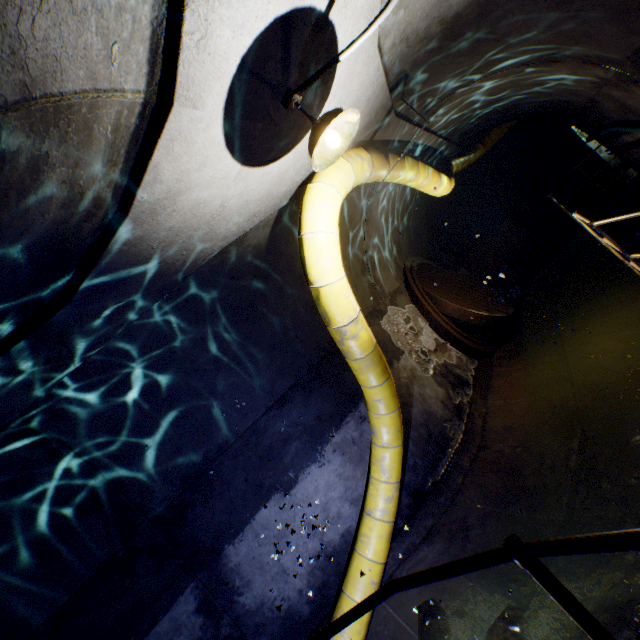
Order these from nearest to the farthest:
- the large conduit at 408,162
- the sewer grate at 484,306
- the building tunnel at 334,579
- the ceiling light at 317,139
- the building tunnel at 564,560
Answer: the building tunnel at 334,579, the ceiling light at 317,139, the building tunnel at 564,560, the large conduit at 408,162, the sewer grate at 484,306

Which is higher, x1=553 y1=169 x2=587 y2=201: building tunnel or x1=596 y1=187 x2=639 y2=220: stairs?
x1=553 y1=169 x2=587 y2=201: building tunnel

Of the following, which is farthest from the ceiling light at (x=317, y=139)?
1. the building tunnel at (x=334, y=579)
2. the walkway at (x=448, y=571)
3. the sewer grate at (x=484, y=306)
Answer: the sewer grate at (x=484, y=306)

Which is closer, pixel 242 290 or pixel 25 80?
pixel 25 80

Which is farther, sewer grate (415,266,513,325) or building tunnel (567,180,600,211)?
building tunnel (567,180,600,211)

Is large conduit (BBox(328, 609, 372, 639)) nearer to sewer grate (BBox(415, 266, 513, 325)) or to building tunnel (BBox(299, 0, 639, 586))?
building tunnel (BBox(299, 0, 639, 586))

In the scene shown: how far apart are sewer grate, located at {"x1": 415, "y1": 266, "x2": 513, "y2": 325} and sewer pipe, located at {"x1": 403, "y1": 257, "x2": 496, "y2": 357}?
0.0m

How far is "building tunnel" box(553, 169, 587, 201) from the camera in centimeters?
1149cm
